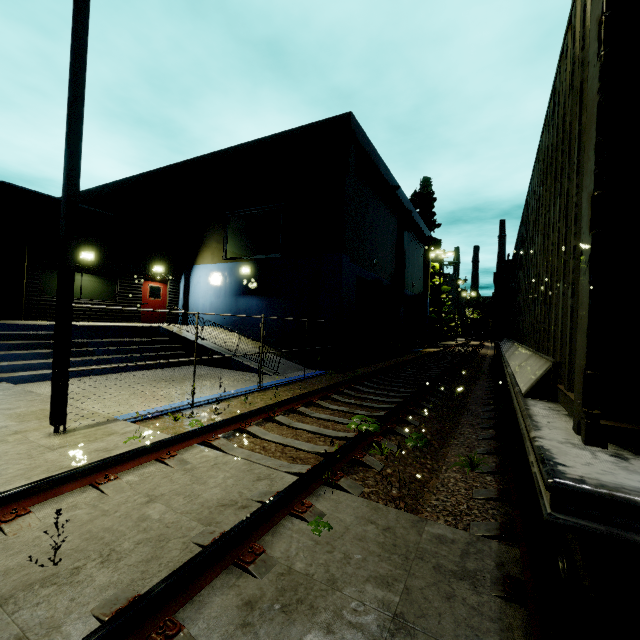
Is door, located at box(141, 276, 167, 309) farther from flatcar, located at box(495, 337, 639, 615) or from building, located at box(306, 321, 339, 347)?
flatcar, located at box(495, 337, 639, 615)

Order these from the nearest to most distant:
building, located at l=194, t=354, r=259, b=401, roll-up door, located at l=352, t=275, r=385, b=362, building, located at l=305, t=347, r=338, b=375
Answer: building, located at l=194, t=354, r=259, b=401, building, located at l=305, t=347, r=338, b=375, roll-up door, located at l=352, t=275, r=385, b=362

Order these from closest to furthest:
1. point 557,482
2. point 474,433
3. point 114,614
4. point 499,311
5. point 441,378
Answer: point 557,482 → point 114,614 → point 474,433 → point 441,378 → point 499,311

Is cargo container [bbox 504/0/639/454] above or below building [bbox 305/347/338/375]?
above

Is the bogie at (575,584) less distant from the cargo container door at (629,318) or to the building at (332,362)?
the cargo container door at (629,318)

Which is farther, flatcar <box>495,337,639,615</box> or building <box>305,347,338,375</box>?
building <box>305,347,338,375</box>

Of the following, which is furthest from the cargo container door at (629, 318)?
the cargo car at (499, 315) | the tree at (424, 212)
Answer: the tree at (424, 212)

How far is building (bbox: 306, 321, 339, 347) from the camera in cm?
1371
